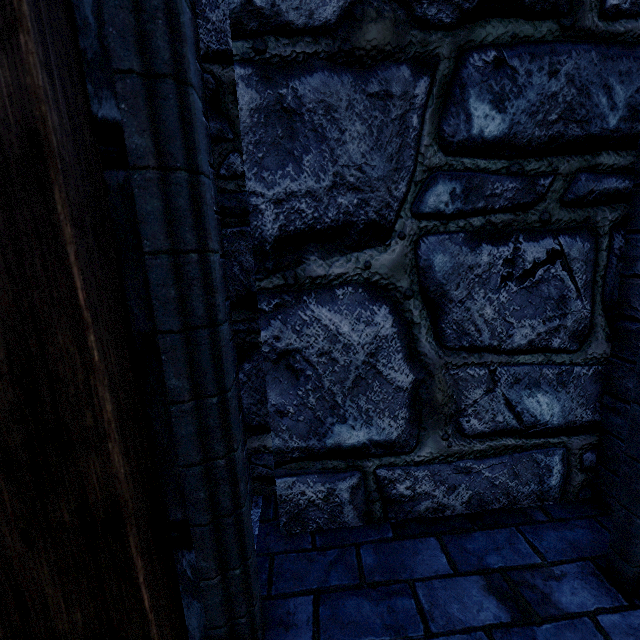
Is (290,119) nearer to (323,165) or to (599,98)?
(323,165)
